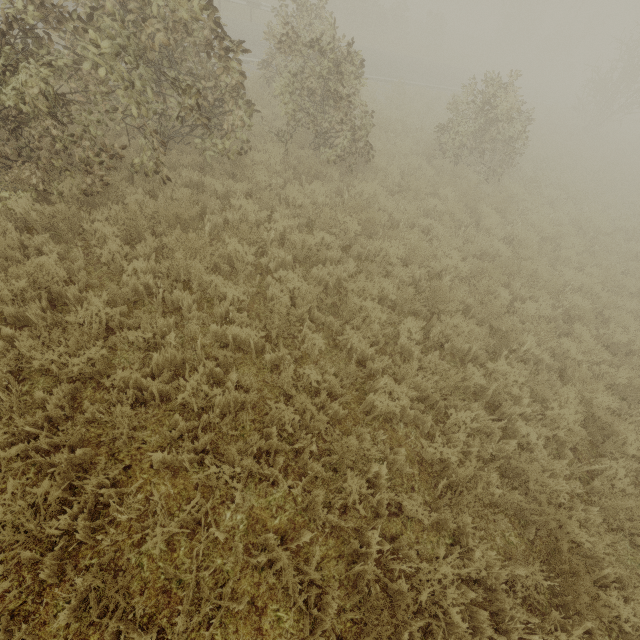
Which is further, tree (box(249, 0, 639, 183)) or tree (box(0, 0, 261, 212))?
tree (box(249, 0, 639, 183))

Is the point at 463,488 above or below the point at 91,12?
below

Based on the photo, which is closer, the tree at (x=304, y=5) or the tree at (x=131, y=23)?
the tree at (x=131, y=23)
